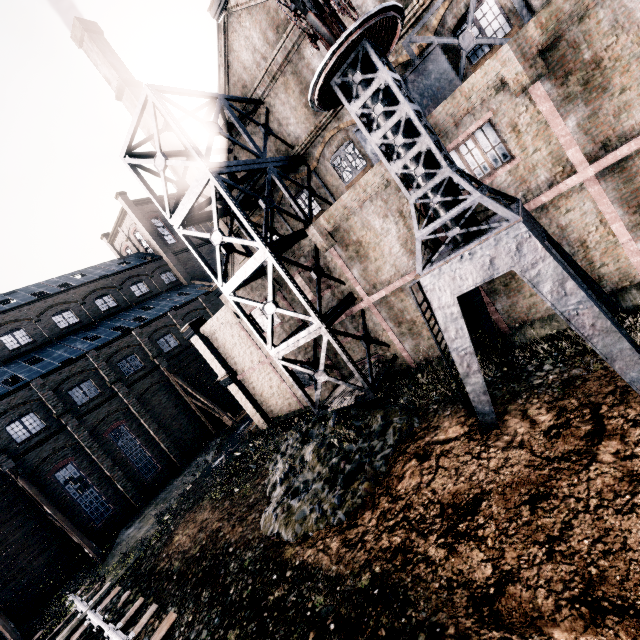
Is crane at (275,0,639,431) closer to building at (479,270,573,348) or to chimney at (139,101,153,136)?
building at (479,270,573,348)

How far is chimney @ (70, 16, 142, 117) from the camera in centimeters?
3053cm

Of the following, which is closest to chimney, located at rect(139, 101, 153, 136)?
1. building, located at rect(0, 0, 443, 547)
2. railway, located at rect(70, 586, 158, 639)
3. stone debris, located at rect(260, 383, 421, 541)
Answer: building, located at rect(0, 0, 443, 547)

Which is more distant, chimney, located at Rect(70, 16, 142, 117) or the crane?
chimney, located at Rect(70, 16, 142, 117)

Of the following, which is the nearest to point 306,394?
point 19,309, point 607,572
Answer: point 607,572

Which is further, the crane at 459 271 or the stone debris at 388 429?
the stone debris at 388 429

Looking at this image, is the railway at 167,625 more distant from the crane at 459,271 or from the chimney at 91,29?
the chimney at 91,29

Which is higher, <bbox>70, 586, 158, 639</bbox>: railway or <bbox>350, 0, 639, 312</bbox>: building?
<bbox>350, 0, 639, 312</bbox>: building
